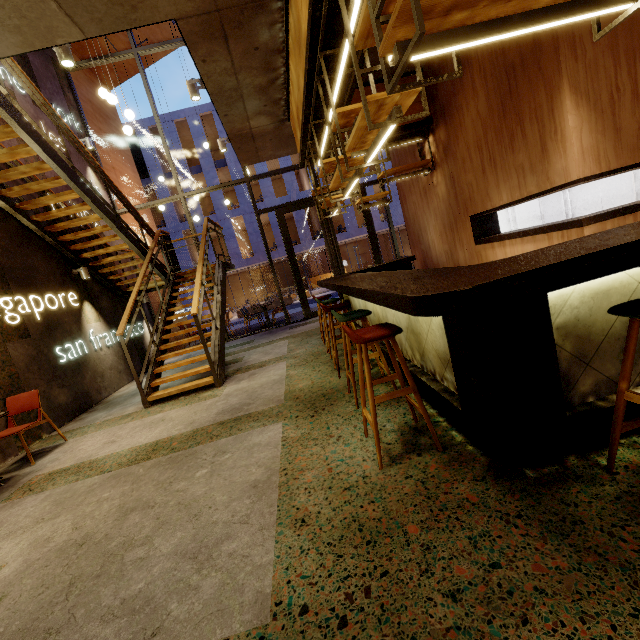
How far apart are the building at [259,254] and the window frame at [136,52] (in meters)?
16.76

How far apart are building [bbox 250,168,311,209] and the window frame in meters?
16.8 m

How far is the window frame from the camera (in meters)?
8.96

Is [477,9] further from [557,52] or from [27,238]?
[27,238]

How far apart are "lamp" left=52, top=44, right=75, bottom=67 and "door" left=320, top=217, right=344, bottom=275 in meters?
6.2 m

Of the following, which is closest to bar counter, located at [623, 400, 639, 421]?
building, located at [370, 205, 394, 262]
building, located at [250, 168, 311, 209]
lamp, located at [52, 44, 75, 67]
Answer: lamp, located at [52, 44, 75, 67]
